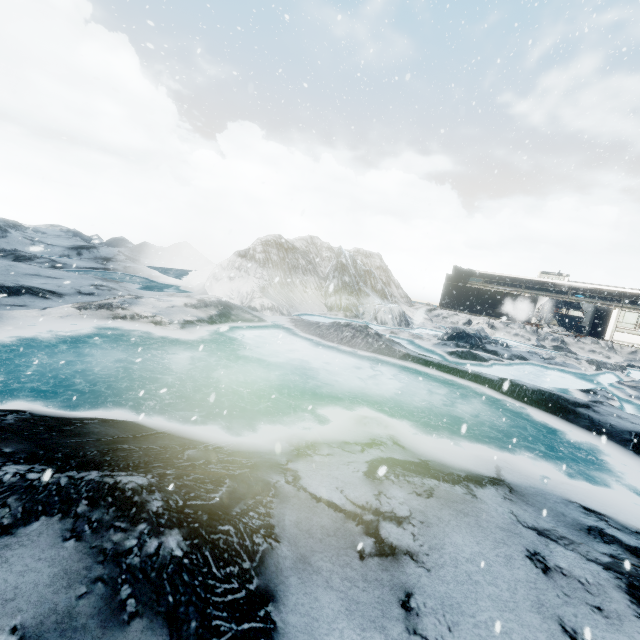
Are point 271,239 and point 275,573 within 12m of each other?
no
